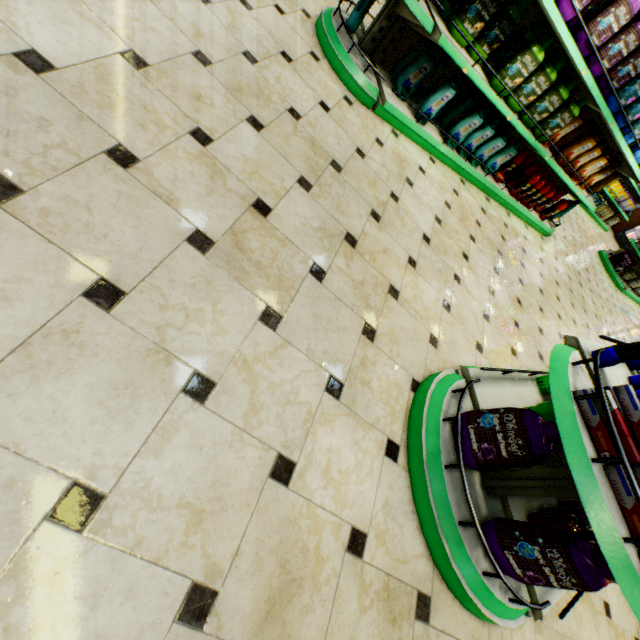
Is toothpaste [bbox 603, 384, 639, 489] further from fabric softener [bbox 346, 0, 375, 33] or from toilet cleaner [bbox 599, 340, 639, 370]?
fabric softener [bbox 346, 0, 375, 33]

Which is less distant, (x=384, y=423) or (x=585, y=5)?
(x=384, y=423)

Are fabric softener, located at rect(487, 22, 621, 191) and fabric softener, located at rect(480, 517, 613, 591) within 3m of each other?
no

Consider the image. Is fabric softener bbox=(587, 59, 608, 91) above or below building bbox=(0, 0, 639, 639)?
above

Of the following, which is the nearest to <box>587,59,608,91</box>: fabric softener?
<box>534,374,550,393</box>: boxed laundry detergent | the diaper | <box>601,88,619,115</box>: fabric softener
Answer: <box>601,88,619,115</box>: fabric softener

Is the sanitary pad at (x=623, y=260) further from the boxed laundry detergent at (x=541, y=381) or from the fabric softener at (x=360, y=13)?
the fabric softener at (x=360, y=13)

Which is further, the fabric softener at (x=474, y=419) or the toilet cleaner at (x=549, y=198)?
the toilet cleaner at (x=549, y=198)

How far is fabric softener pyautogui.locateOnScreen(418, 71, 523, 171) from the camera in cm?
308
